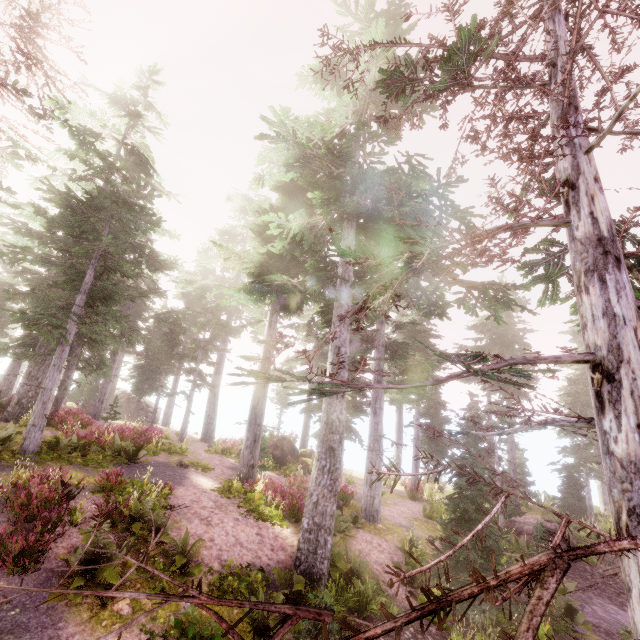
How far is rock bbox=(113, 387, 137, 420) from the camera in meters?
36.0 m

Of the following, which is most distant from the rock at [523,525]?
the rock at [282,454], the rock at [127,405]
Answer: the rock at [127,405]

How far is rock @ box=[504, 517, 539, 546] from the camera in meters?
17.3

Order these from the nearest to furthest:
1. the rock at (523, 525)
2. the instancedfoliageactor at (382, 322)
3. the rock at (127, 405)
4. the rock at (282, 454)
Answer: the instancedfoliageactor at (382, 322)
the rock at (523, 525)
the rock at (282, 454)
the rock at (127, 405)

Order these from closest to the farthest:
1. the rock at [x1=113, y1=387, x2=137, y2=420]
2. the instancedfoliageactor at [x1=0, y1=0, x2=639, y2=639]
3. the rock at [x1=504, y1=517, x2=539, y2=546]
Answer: the instancedfoliageactor at [x1=0, y1=0, x2=639, y2=639]
the rock at [x1=504, y1=517, x2=539, y2=546]
the rock at [x1=113, y1=387, x2=137, y2=420]

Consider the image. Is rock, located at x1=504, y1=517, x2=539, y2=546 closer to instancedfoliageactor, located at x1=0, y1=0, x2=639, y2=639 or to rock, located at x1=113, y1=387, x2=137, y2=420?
instancedfoliageactor, located at x1=0, y1=0, x2=639, y2=639

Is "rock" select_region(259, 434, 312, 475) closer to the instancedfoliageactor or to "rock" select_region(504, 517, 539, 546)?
the instancedfoliageactor

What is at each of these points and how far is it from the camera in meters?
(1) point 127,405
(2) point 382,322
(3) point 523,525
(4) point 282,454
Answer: (1) rock, 36.8 m
(2) instancedfoliageactor, 18.4 m
(3) rock, 18.5 m
(4) rock, 23.7 m
